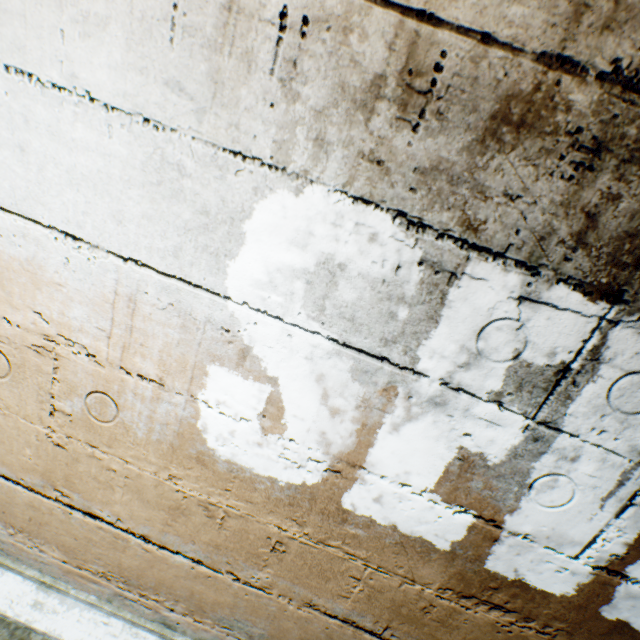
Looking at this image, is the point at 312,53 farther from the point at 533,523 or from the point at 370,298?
the point at 533,523
